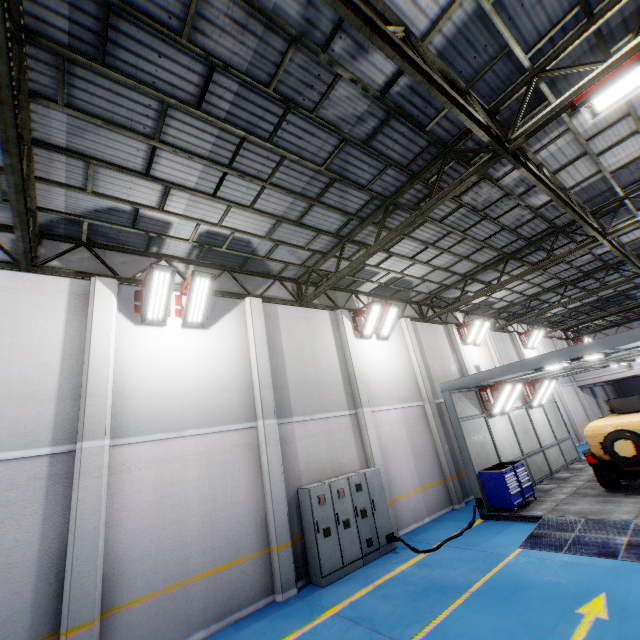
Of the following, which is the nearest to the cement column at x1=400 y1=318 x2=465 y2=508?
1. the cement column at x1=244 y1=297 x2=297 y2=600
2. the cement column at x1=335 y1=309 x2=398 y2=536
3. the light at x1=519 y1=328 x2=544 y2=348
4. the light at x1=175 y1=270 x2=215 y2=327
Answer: the cement column at x1=335 y1=309 x2=398 y2=536

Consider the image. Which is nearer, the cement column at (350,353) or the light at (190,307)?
the light at (190,307)

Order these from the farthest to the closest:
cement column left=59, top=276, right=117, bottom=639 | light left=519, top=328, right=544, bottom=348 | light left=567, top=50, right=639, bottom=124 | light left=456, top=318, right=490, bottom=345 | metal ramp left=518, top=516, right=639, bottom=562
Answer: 1. light left=519, top=328, right=544, bottom=348
2. light left=456, top=318, right=490, bottom=345
3. metal ramp left=518, top=516, right=639, bottom=562
4. cement column left=59, top=276, right=117, bottom=639
5. light left=567, top=50, right=639, bottom=124

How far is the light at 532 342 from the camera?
22.7 meters

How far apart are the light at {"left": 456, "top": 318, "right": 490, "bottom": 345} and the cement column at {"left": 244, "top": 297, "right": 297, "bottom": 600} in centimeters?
1224cm

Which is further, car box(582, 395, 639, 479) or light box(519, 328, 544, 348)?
light box(519, 328, 544, 348)

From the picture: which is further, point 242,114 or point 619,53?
point 242,114

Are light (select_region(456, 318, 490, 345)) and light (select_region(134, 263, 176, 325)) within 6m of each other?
no
